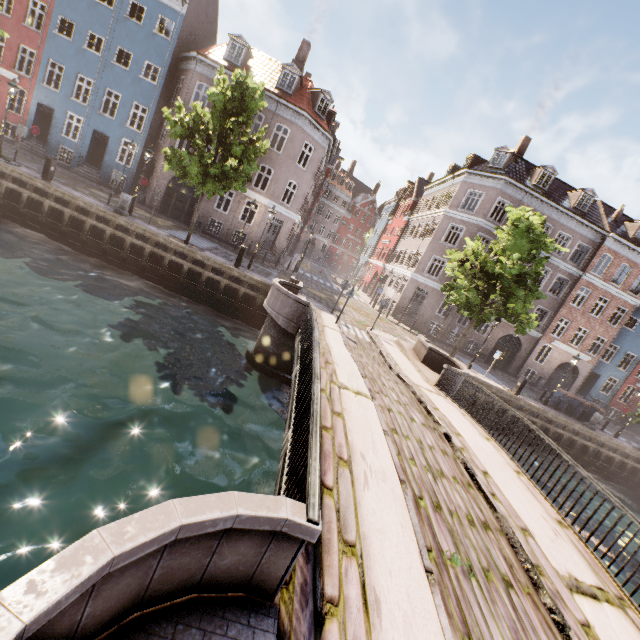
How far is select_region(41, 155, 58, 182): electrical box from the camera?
15.5m

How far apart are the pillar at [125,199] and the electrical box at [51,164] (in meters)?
3.04

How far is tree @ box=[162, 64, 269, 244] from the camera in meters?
14.6

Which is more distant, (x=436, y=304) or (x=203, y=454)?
(x=436, y=304)

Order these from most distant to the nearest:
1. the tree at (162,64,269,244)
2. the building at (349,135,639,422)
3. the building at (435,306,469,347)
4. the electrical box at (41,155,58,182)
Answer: the building at (435,306,469,347) → the building at (349,135,639,422) → the electrical box at (41,155,58,182) → the tree at (162,64,269,244)

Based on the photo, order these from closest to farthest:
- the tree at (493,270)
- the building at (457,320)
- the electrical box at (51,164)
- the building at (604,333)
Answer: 1. the electrical box at (51,164)
2. the tree at (493,270)
3. the building at (604,333)
4. the building at (457,320)

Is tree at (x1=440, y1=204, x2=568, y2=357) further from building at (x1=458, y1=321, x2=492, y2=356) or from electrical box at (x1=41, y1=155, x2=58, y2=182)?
electrical box at (x1=41, y1=155, x2=58, y2=182)

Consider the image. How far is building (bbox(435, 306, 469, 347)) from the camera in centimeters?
2780cm
